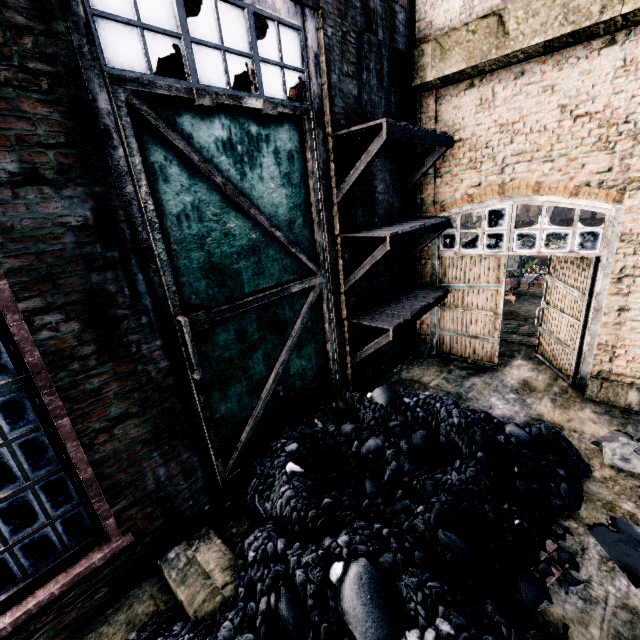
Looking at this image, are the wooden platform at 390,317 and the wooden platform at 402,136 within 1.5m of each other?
no

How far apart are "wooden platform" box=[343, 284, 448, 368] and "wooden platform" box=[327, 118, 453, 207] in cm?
275

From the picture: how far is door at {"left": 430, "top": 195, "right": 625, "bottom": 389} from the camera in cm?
776

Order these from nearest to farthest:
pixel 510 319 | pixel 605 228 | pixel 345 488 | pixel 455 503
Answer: pixel 455 503 → pixel 345 488 → pixel 605 228 → pixel 510 319

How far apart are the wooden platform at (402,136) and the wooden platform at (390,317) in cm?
275

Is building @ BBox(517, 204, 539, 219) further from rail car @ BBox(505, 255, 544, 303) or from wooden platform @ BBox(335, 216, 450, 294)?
wooden platform @ BBox(335, 216, 450, 294)

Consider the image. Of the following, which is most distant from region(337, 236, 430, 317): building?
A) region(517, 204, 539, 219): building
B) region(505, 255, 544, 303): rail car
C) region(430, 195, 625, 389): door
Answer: region(517, 204, 539, 219): building

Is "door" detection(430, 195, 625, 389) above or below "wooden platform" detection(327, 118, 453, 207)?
below
